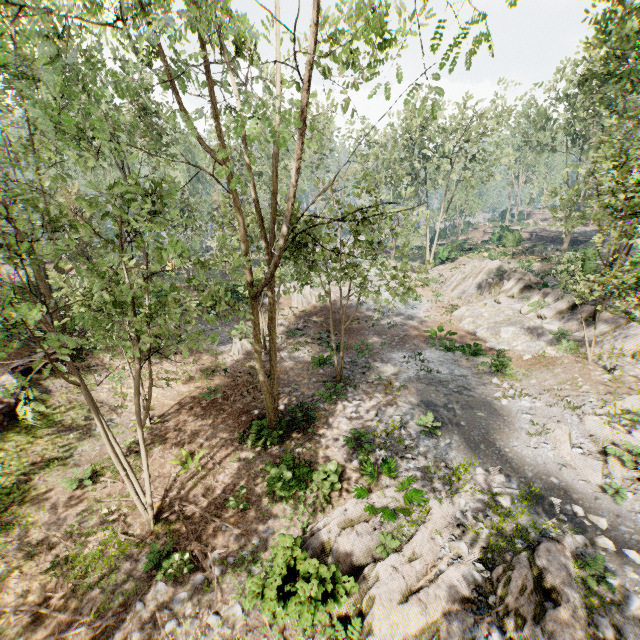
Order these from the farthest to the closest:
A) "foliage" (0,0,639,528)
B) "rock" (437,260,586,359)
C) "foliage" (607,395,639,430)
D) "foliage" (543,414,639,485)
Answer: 1. "rock" (437,260,586,359)
2. "foliage" (607,395,639,430)
3. "foliage" (543,414,639,485)
4. "foliage" (0,0,639,528)

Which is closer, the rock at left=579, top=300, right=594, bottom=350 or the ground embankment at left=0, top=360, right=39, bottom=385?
the ground embankment at left=0, top=360, right=39, bottom=385

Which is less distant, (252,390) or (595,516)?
(595,516)

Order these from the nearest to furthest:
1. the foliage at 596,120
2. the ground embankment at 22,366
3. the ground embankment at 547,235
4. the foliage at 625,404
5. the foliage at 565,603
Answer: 1. the foliage at 596,120
2. the foliage at 565,603
3. the foliage at 625,404
4. the ground embankment at 22,366
5. the ground embankment at 547,235

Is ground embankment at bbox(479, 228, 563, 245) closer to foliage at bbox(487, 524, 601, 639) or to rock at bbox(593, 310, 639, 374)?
foliage at bbox(487, 524, 601, 639)

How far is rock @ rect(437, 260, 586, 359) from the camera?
18.5m

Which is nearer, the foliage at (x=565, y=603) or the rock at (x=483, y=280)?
the foliage at (x=565, y=603)

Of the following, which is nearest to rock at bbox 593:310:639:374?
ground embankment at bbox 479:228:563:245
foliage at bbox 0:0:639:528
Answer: foliage at bbox 0:0:639:528
